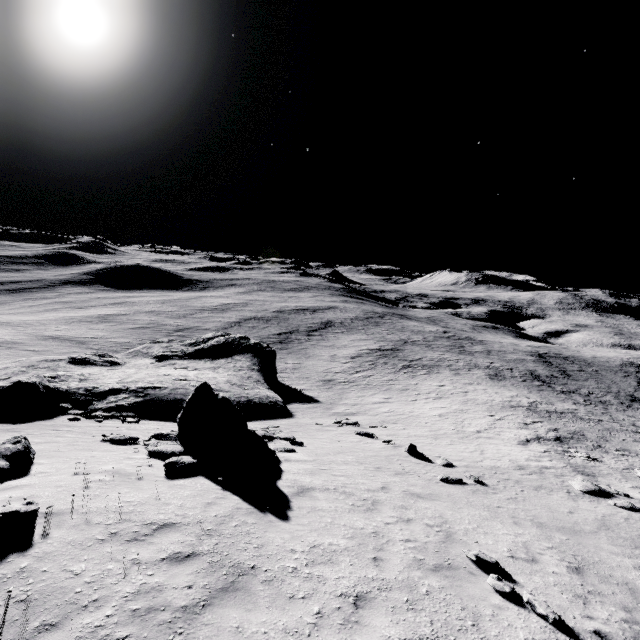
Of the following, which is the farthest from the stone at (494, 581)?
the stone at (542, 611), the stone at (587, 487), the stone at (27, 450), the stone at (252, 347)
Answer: the stone at (27, 450)

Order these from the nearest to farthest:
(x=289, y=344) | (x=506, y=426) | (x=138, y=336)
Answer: (x=506, y=426), (x=138, y=336), (x=289, y=344)

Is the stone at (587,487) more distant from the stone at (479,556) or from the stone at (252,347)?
the stone at (252,347)

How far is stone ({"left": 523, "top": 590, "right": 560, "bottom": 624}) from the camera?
5.9 meters

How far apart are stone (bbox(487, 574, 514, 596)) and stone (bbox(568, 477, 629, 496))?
10.3m

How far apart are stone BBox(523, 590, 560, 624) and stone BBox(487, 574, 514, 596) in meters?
0.2 m

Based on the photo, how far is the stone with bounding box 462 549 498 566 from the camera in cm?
738

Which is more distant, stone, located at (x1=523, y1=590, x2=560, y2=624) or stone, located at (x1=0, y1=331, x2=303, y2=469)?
stone, located at (x1=0, y1=331, x2=303, y2=469)
